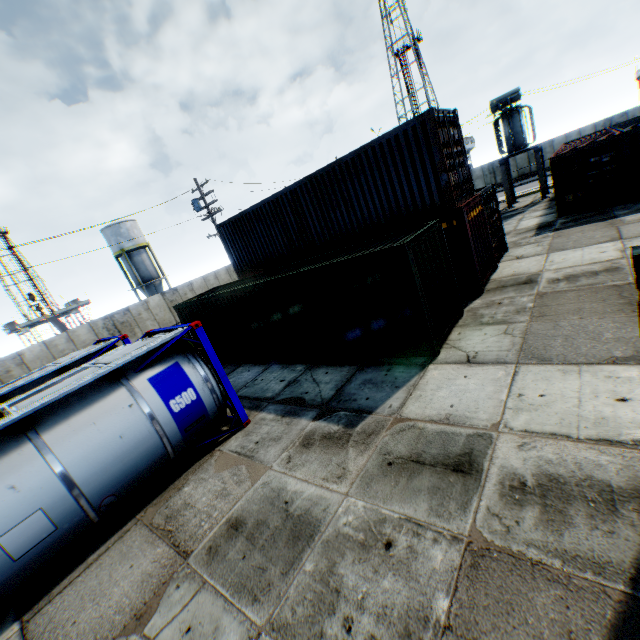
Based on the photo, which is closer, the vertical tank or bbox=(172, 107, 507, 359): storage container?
bbox=(172, 107, 507, 359): storage container

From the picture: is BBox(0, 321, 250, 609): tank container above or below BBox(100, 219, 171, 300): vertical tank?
below

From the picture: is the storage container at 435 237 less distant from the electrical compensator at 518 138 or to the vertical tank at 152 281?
the electrical compensator at 518 138

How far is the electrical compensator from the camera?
21.0 meters

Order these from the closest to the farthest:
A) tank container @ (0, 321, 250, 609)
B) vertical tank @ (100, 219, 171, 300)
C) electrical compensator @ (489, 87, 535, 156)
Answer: tank container @ (0, 321, 250, 609) → electrical compensator @ (489, 87, 535, 156) → vertical tank @ (100, 219, 171, 300)

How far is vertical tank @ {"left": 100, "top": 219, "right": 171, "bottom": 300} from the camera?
37.9m

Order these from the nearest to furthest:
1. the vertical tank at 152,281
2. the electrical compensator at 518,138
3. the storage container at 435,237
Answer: the storage container at 435,237 < the electrical compensator at 518,138 < the vertical tank at 152,281

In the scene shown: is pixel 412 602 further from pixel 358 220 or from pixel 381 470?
pixel 358 220
